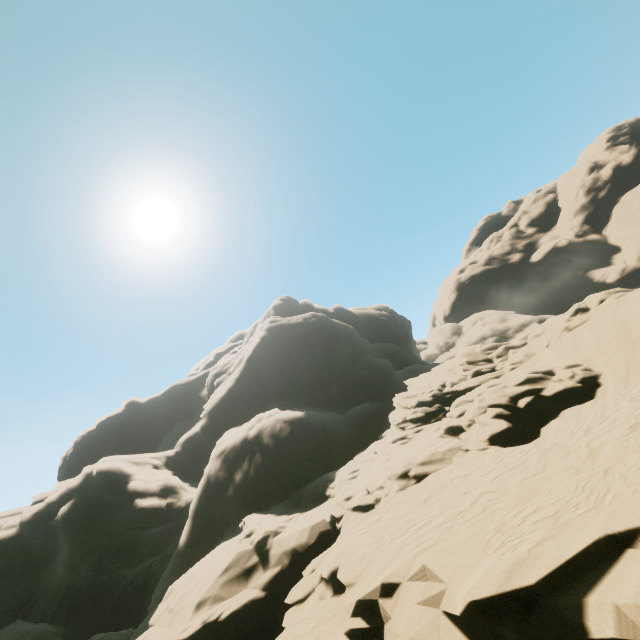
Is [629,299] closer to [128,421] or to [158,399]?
[158,399]
